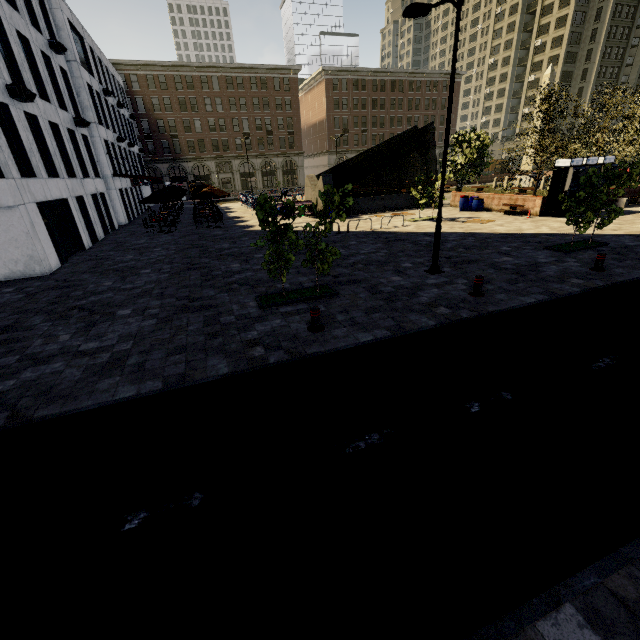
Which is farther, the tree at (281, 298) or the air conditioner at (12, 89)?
the air conditioner at (12, 89)

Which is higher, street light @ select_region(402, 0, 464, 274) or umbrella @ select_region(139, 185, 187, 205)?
street light @ select_region(402, 0, 464, 274)

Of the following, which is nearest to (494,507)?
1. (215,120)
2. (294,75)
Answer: (215,120)

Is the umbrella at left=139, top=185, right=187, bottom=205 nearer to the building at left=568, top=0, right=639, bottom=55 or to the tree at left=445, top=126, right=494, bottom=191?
the tree at left=445, top=126, right=494, bottom=191

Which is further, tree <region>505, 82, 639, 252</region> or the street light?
tree <region>505, 82, 639, 252</region>

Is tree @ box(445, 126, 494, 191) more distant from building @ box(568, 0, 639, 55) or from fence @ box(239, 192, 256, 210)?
fence @ box(239, 192, 256, 210)

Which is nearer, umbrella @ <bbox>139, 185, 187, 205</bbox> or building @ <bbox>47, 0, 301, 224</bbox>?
umbrella @ <bbox>139, 185, 187, 205</bbox>

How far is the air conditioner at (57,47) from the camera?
19.1 meters
